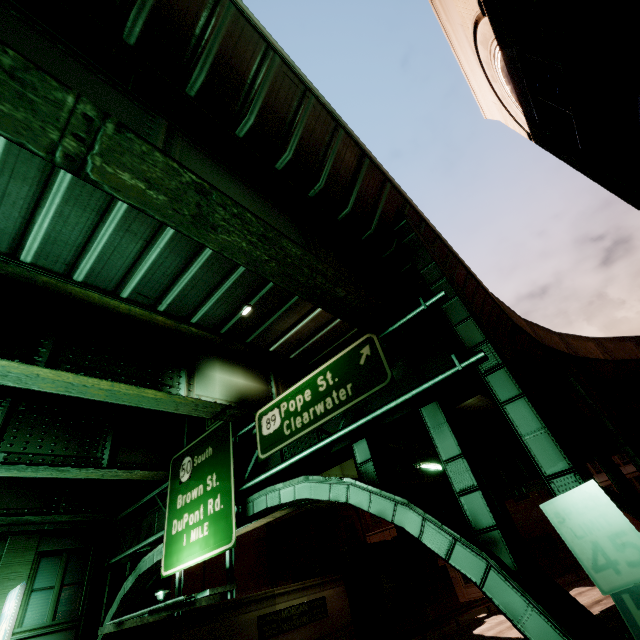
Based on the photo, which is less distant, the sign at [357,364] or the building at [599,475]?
the sign at [357,364]

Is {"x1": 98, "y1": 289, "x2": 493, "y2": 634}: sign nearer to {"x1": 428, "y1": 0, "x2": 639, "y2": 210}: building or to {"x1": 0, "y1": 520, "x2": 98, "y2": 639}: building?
{"x1": 428, "y1": 0, "x2": 639, "y2": 210}: building

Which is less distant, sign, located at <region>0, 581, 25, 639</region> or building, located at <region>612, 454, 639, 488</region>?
sign, located at <region>0, 581, 25, 639</region>

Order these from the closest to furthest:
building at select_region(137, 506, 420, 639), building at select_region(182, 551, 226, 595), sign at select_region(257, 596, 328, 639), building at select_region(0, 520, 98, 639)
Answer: building at select_region(0, 520, 98, 639)
building at select_region(137, 506, 420, 639)
sign at select_region(257, 596, 328, 639)
building at select_region(182, 551, 226, 595)

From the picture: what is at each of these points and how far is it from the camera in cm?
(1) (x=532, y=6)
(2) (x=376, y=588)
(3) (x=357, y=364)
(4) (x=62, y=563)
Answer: (1) building, 457
(2) building, 2702
(3) sign, 796
(4) building, 1495

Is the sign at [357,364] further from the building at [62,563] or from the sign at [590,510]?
the building at [62,563]

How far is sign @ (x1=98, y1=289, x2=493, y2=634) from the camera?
7.2 meters

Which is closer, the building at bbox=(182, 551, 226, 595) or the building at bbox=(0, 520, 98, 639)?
the building at bbox=(0, 520, 98, 639)
